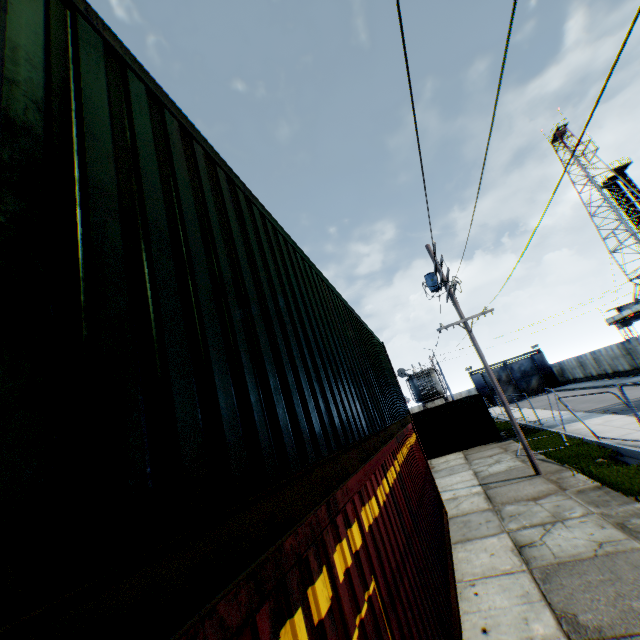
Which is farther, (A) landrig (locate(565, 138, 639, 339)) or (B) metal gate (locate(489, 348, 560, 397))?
(B) metal gate (locate(489, 348, 560, 397))

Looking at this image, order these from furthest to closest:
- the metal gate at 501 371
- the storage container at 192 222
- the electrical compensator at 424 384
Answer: the metal gate at 501 371
the electrical compensator at 424 384
the storage container at 192 222

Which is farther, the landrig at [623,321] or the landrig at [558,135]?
the landrig at [558,135]

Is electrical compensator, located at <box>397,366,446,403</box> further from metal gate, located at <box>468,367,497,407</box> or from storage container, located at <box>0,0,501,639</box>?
metal gate, located at <box>468,367,497,407</box>

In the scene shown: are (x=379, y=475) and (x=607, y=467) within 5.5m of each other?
no

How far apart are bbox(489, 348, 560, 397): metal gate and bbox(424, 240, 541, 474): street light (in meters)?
42.53

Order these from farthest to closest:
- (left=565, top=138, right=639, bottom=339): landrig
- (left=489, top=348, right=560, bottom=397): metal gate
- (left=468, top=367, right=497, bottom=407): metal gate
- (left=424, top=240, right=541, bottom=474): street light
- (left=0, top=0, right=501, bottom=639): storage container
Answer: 1. (left=468, top=367, right=497, bottom=407): metal gate
2. (left=489, top=348, right=560, bottom=397): metal gate
3. (left=565, top=138, right=639, bottom=339): landrig
4. (left=424, top=240, right=541, bottom=474): street light
5. (left=0, top=0, right=501, bottom=639): storage container
